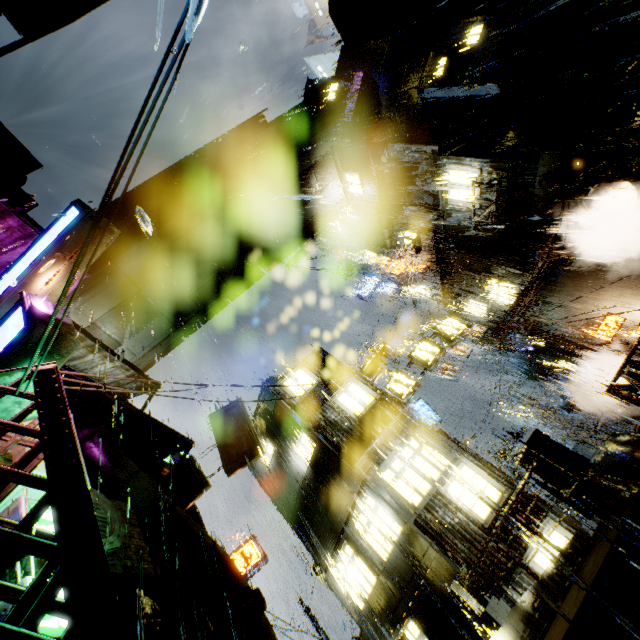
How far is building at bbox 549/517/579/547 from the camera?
10.4 meters

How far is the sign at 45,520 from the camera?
5.03m

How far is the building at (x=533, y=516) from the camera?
10.9m

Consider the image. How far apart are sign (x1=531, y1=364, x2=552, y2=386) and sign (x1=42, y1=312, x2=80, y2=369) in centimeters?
2656cm

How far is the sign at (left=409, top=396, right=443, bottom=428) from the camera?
24.0m

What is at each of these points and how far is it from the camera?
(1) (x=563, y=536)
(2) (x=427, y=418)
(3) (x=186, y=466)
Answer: (1) building, 10.48m
(2) sign, 24.41m
(3) sign, 13.28m

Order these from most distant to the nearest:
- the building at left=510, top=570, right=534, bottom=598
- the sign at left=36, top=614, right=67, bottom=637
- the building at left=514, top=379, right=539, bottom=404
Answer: the building at left=514, top=379, right=539, bottom=404 < the building at left=510, top=570, right=534, bottom=598 < the sign at left=36, top=614, right=67, bottom=637

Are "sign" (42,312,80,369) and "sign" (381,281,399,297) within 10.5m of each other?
no
